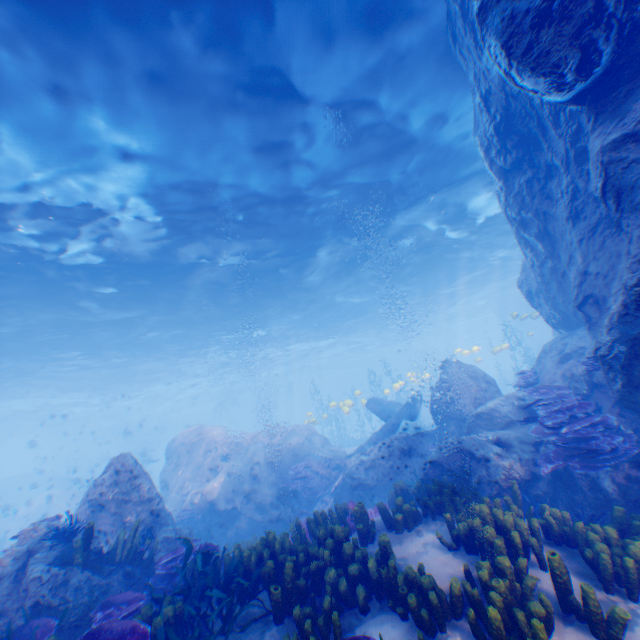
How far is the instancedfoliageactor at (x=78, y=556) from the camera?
5.97m

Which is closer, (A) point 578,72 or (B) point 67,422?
(A) point 578,72

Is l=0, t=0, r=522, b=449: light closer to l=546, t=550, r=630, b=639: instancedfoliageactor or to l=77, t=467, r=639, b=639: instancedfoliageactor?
l=77, t=467, r=639, b=639: instancedfoliageactor

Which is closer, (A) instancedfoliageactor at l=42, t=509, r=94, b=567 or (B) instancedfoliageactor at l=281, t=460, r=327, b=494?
(A) instancedfoliageactor at l=42, t=509, r=94, b=567

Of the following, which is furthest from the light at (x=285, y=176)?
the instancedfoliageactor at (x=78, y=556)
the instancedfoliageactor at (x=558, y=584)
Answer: the instancedfoliageactor at (x=558, y=584)

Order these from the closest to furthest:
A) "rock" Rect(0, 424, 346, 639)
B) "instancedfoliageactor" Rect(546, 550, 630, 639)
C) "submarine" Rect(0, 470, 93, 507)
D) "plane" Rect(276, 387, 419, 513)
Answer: "instancedfoliageactor" Rect(546, 550, 630, 639)
"rock" Rect(0, 424, 346, 639)
"plane" Rect(276, 387, 419, 513)
"submarine" Rect(0, 470, 93, 507)

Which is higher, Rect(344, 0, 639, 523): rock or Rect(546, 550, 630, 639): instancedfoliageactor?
Rect(344, 0, 639, 523): rock

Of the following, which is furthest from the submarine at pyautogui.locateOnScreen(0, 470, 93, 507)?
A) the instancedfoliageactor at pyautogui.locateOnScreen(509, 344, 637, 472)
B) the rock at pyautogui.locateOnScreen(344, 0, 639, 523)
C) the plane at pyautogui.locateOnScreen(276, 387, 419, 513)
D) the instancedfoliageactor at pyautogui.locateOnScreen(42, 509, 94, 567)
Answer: the instancedfoliageactor at pyautogui.locateOnScreen(509, 344, 637, 472)
